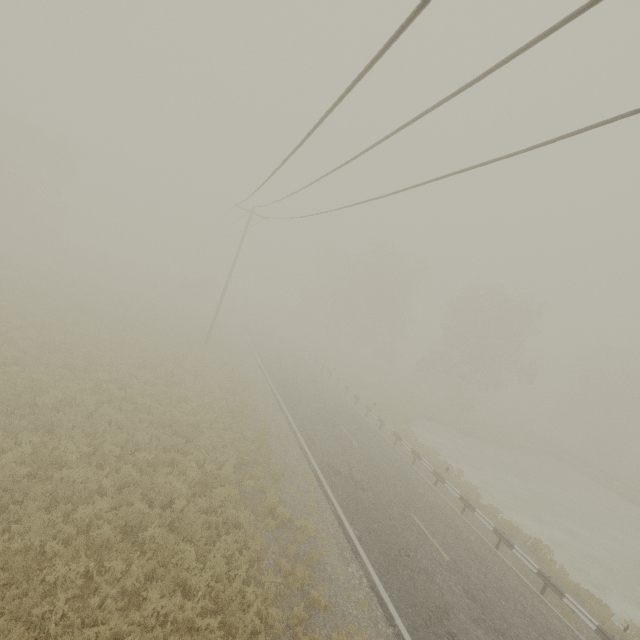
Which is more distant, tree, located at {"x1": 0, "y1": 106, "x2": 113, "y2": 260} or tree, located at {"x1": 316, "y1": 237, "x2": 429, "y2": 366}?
tree, located at {"x1": 316, "y1": 237, "x2": 429, "y2": 366}

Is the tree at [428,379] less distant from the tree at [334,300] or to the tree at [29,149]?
the tree at [334,300]

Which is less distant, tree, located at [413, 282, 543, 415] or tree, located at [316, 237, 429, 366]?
tree, located at [413, 282, 543, 415]

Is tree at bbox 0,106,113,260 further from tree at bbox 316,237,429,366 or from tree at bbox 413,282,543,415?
tree at bbox 413,282,543,415

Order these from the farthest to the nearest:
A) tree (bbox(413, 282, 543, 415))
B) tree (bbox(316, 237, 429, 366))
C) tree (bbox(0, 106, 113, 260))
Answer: tree (bbox(316, 237, 429, 366)), tree (bbox(0, 106, 113, 260)), tree (bbox(413, 282, 543, 415))

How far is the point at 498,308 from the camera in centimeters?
3659cm

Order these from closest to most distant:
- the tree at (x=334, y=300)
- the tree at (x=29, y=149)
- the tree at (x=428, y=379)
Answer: the tree at (x=428, y=379) → the tree at (x=29, y=149) → the tree at (x=334, y=300)
